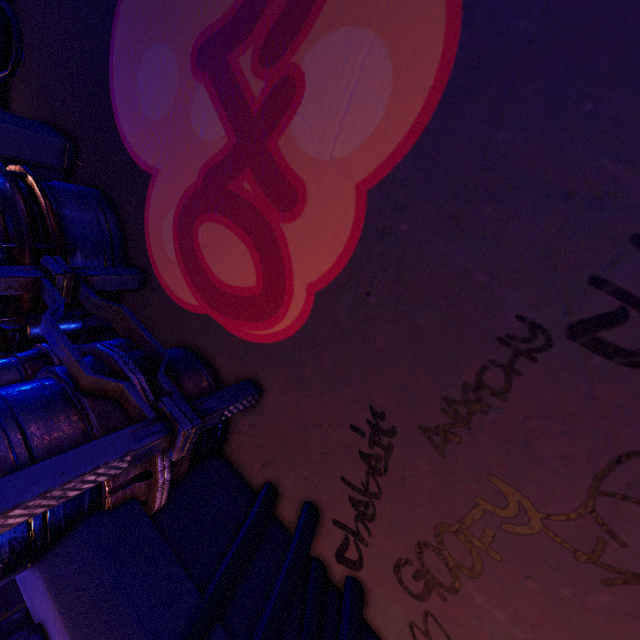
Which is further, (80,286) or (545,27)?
(80,286)

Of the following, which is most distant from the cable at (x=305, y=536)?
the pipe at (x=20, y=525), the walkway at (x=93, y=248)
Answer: the walkway at (x=93, y=248)

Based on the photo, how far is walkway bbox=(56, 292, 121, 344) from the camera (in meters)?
4.08

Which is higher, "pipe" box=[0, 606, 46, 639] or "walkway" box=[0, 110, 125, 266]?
"walkway" box=[0, 110, 125, 266]

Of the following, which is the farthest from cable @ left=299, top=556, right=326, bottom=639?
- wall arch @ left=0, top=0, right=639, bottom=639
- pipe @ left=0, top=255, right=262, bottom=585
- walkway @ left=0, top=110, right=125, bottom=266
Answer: walkway @ left=0, top=110, right=125, bottom=266

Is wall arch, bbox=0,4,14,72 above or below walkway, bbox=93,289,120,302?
above

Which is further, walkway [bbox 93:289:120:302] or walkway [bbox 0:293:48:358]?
walkway [bbox 93:289:120:302]

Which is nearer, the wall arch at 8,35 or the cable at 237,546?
the cable at 237,546
